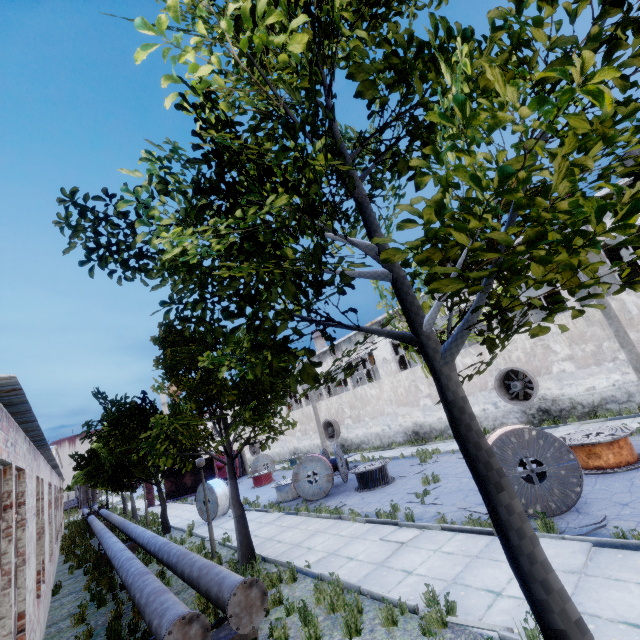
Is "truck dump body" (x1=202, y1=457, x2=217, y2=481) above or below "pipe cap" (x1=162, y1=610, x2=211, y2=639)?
above

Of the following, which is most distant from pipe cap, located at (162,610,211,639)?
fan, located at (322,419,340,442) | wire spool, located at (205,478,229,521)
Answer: fan, located at (322,419,340,442)

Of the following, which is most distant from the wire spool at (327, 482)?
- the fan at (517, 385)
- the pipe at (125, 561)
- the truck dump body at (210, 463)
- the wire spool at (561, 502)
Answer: the truck dump body at (210, 463)

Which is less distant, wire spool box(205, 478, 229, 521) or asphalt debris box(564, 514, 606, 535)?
asphalt debris box(564, 514, 606, 535)

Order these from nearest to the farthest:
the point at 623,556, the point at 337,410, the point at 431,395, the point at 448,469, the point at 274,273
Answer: the point at 274,273 < the point at 623,556 < the point at 448,469 < the point at 431,395 < the point at 337,410

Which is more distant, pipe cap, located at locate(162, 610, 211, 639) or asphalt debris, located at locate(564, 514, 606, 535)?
asphalt debris, located at locate(564, 514, 606, 535)

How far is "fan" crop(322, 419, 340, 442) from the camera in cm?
3066

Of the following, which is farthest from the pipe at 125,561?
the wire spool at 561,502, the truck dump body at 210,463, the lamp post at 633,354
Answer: the lamp post at 633,354
